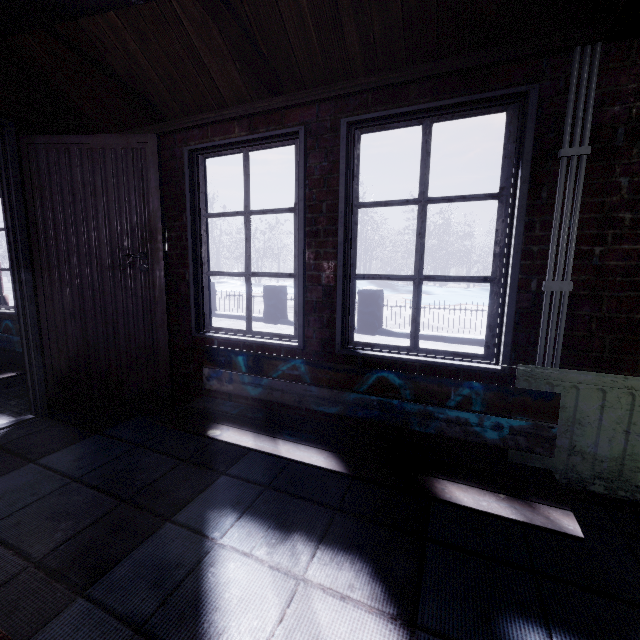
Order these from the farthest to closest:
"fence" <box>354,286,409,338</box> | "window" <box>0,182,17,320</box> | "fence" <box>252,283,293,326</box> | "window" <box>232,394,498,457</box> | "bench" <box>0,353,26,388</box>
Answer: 1. "fence" <box>252,283,293,326</box>
2. "fence" <box>354,286,409,338</box>
3. "window" <box>0,182,17,320</box>
4. "bench" <box>0,353,26,388</box>
5. "window" <box>232,394,498,457</box>

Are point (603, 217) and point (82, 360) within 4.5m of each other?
yes

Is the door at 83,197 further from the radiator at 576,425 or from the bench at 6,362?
the radiator at 576,425

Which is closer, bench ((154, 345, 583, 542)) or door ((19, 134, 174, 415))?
bench ((154, 345, 583, 542))

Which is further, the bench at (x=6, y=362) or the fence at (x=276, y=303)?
the fence at (x=276, y=303)

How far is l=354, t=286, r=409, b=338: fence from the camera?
6.3 meters

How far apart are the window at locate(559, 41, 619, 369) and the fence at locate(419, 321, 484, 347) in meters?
4.0 m

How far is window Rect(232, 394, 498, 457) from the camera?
1.69m
